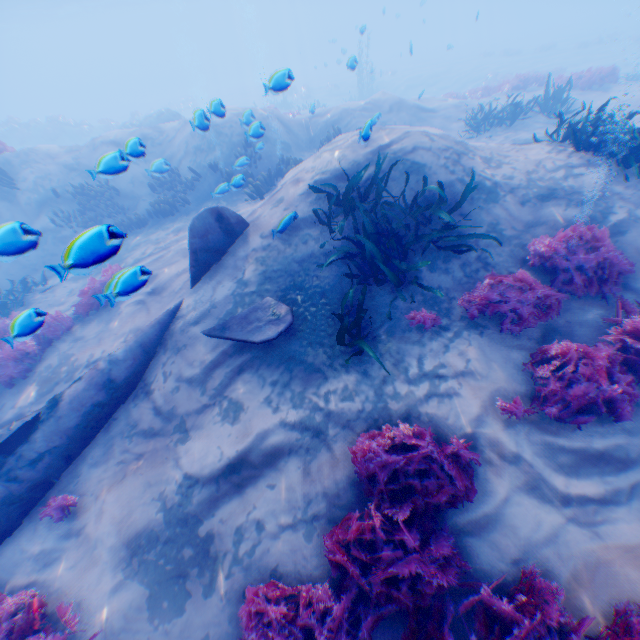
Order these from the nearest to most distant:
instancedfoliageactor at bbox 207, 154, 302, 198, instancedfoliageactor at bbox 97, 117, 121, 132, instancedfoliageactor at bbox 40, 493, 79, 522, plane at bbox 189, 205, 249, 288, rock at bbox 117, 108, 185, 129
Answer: instancedfoliageactor at bbox 40, 493, 79, 522 → plane at bbox 189, 205, 249, 288 → instancedfoliageactor at bbox 207, 154, 302, 198 → rock at bbox 117, 108, 185, 129 → instancedfoliageactor at bbox 97, 117, 121, 132

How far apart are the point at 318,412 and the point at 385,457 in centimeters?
129cm

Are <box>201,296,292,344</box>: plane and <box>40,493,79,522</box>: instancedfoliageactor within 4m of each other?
yes

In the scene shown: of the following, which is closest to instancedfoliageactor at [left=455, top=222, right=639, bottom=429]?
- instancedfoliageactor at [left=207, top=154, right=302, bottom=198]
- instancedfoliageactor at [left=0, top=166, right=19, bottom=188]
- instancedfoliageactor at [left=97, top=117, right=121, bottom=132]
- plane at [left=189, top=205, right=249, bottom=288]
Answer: plane at [left=189, top=205, right=249, bottom=288]

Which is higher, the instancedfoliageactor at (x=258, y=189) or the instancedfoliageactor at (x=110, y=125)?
the instancedfoliageactor at (x=258, y=189)

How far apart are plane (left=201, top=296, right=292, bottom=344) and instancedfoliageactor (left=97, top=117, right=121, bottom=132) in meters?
35.2

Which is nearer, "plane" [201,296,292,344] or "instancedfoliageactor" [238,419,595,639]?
"instancedfoliageactor" [238,419,595,639]

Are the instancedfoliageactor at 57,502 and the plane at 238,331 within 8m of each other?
yes
